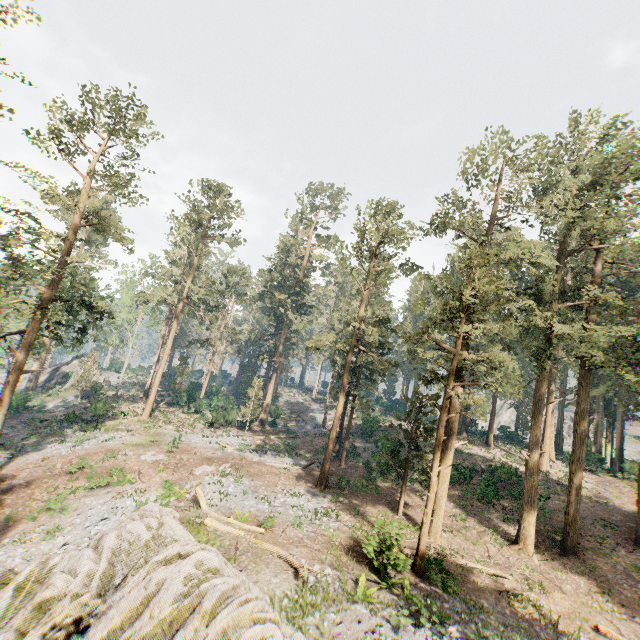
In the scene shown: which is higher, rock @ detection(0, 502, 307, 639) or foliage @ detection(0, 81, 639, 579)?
foliage @ detection(0, 81, 639, 579)

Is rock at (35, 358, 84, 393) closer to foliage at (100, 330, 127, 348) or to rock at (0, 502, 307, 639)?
foliage at (100, 330, 127, 348)

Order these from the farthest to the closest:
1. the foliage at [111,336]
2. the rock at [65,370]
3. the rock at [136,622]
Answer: the rock at [65,370]
the foliage at [111,336]
the rock at [136,622]

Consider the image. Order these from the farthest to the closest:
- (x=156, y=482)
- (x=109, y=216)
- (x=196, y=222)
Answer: (x=109, y=216)
(x=196, y=222)
(x=156, y=482)

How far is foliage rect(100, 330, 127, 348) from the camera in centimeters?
3233cm

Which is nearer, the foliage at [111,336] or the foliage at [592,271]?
the foliage at [592,271]
